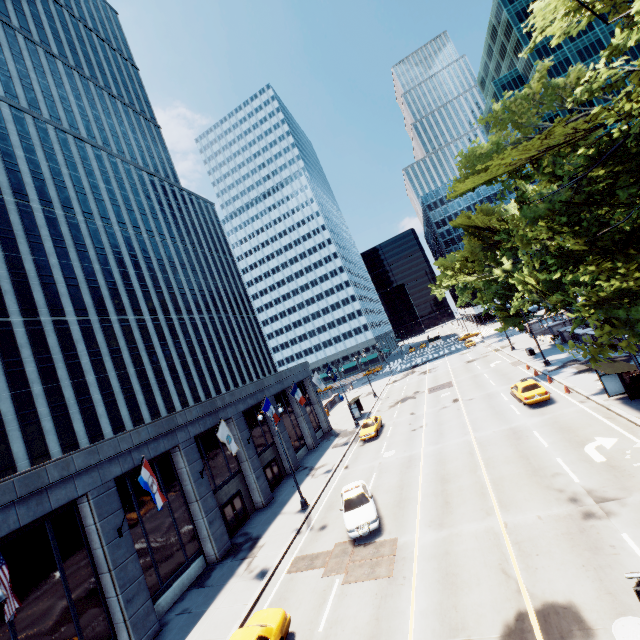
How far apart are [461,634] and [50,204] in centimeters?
6276cm

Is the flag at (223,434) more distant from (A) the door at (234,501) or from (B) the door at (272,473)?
(B) the door at (272,473)

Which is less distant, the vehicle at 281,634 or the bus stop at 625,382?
the vehicle at 281,634

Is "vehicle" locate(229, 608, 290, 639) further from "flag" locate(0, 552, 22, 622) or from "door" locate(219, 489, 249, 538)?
"door" locate(219, 489, 249, 538)

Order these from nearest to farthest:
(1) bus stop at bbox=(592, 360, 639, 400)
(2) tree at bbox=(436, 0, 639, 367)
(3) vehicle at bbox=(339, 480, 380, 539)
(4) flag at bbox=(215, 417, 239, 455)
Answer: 1. (2) tree at bbox=(436, 0, 639, 367)
2. (3) vehicle at bbox=(339, 480, 380, 539)
3. (1) bus stop at bbox=(592, 360, 639, 400)
4. (4) flag at bbox=(215, 417, 239, 455)

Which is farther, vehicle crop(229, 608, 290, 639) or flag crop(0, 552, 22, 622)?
vehicle crop(229, 608, 290, 639)

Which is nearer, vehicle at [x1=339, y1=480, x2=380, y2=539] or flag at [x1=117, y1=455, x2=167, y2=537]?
flag at [x1=117, y1=455, x2=167, y2=537]

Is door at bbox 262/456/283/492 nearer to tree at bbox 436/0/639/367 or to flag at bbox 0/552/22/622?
flag at bbox 0/552/22/622
